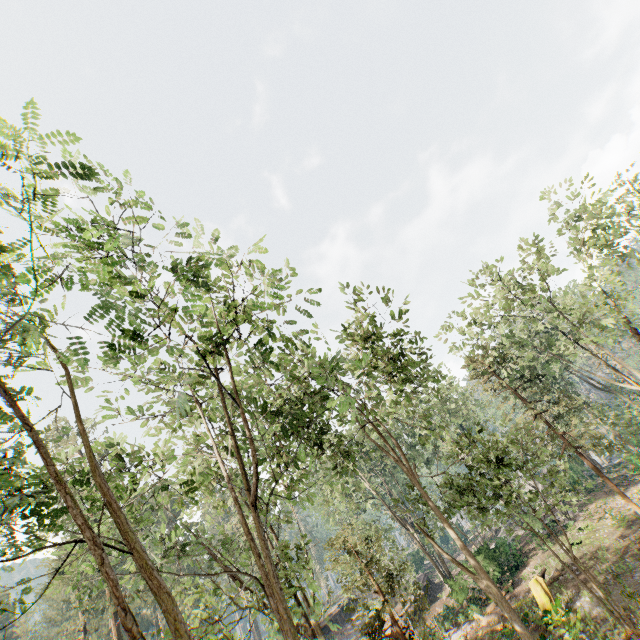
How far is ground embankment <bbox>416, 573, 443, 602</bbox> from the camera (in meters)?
34.21

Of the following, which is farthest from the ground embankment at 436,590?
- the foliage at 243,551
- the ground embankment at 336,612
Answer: the ground embankment at 336,612

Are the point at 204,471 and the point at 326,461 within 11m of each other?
yes

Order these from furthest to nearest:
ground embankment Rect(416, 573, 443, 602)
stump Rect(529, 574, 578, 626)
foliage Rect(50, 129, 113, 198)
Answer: ground embankment Rect(416, 573, 443, 602), stump Rect(529, 574, 578, 626), foliage Rect(50, 129, 113, 198)

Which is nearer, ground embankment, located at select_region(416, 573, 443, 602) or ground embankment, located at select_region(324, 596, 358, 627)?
ground embankment, located at select_region(416, 573, 443, 602)

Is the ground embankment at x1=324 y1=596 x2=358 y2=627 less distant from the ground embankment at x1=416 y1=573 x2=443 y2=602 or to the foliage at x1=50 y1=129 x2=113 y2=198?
the foliage at x1=50 y1=129 x2=113 y2=198

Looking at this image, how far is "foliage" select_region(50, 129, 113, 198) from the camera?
5.2m

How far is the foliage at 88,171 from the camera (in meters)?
5.19
